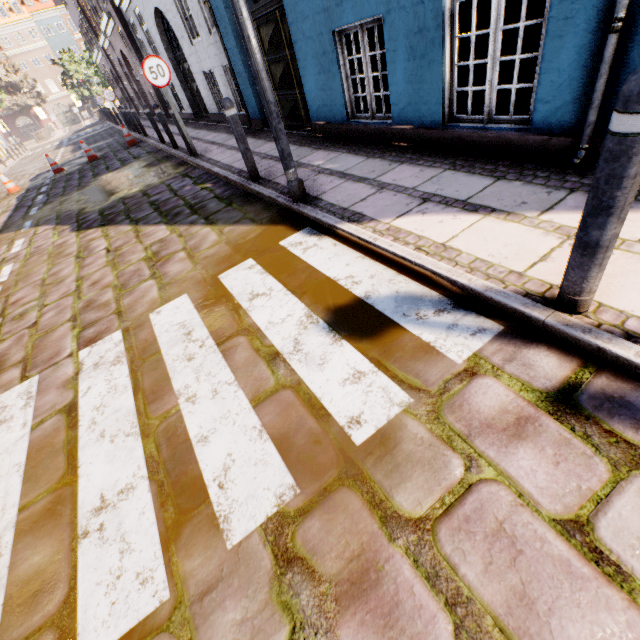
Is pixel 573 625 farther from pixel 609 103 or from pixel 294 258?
pixel 609 103

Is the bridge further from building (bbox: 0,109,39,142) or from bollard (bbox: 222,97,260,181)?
bollard (bbox: 222,97,260,181)

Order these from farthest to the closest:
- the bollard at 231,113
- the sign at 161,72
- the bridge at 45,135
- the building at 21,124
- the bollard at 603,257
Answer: the building at 21,124 < the bridge at 45,135 < the sign at 161,72 < the bollard at 231,113 < the bollard at 603,257

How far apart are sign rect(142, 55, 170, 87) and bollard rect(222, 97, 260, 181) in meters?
3.7 m

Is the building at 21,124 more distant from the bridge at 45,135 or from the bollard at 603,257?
the bridge at 45,135

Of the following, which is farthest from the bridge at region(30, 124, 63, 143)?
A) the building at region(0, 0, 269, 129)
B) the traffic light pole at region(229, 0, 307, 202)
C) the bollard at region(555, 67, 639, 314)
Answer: the bollard at region(555, 67, 639, 314)

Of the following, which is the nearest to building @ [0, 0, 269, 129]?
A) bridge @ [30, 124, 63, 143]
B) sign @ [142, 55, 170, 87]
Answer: sign @ [142, 55, 170, 87]

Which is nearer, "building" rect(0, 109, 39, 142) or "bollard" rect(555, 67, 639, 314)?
"bollard" rect(555, 67, 639, 314)
